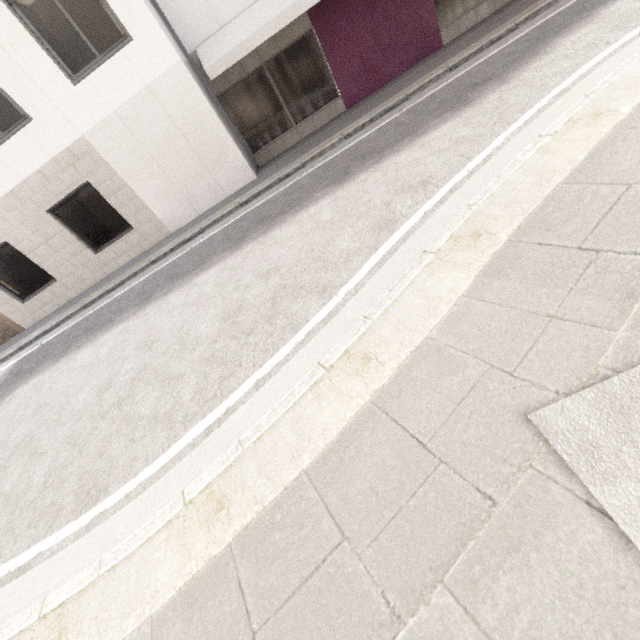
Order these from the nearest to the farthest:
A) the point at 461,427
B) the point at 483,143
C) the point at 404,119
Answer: the point at 461,427 → the point at 483,143 → the point at 404,119
